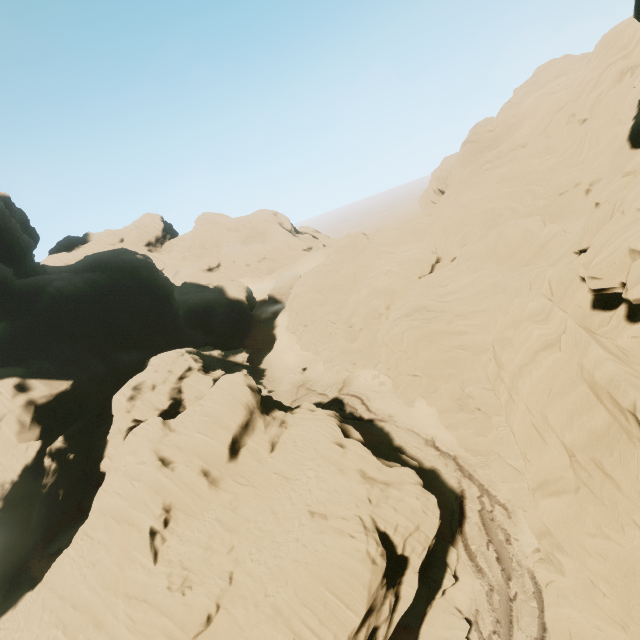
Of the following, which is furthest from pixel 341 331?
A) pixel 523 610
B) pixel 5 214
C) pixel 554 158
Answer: pixel 5 214

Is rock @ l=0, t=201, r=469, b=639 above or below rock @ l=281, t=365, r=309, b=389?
above

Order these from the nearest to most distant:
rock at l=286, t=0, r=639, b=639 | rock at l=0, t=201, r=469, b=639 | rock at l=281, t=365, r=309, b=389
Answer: rock at l=286, t=0, r=639, b=639, rock at l=0, t=201, r=469, b=639, rock at l=281, t=365, r=309, b=389

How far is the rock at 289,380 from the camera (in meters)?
47.62

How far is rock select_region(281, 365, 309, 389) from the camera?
47.6m

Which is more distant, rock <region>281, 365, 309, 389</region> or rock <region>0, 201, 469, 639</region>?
rock <region>281, 365, 309, 389</region>

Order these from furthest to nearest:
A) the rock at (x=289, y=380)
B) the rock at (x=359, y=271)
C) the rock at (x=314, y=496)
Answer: the rock at (x=289, y=380)
the rock at (x=314, y=496)
the rock at (x=359, y=271)
